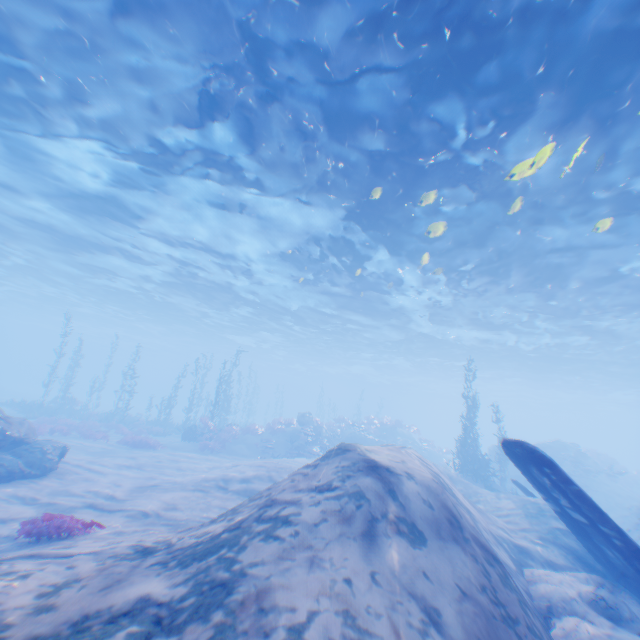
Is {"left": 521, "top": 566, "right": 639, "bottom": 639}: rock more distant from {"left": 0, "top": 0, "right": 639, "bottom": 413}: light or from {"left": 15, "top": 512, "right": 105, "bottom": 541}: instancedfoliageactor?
{"left": 15, "top": 512, "right": 105, "bottom": 541}: instancedfoliageactor

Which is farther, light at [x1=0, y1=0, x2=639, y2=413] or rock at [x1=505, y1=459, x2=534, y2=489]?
rock at [x1=505, y1=459, x2=534, y2=489]

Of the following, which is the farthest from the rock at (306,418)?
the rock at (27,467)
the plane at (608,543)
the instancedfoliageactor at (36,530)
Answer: the instancedfoliageactor at (36,530)

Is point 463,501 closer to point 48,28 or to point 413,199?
point 413,199

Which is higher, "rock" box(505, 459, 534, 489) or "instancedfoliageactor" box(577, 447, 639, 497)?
"instancedfoliageactor" box(577, 447, 639, 497)

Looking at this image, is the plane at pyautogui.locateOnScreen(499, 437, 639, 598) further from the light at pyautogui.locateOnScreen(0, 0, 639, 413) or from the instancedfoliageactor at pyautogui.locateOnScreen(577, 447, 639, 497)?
the instancedfoliageactor at pyautogui.locateOnScreen(577, 447, 639, 497)

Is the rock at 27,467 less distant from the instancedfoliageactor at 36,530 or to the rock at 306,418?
the rock at 306,418

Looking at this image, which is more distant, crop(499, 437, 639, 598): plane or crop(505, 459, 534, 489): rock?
crop(505, 459, 534, 489): rock
